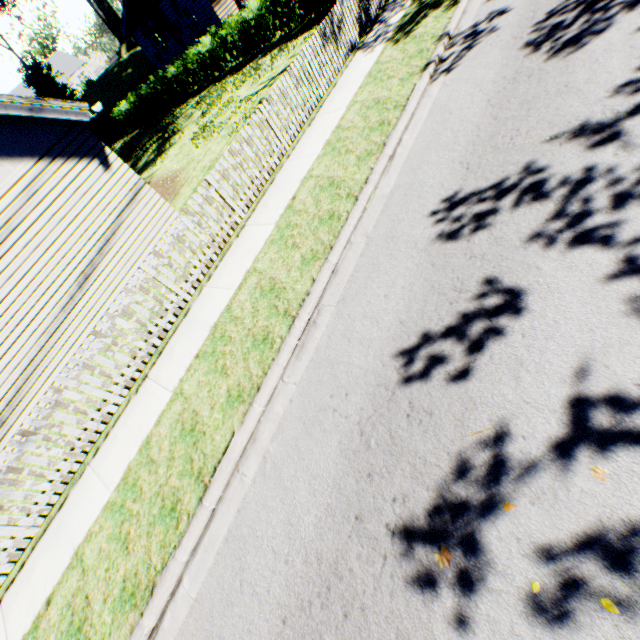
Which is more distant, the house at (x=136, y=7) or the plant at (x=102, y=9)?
the plant at (x=102, y=9)

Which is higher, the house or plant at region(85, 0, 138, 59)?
plant at region(85, 0, 138, 59)

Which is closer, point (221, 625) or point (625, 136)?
point (221, 625)

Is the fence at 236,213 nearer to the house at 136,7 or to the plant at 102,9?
the house at 136,7

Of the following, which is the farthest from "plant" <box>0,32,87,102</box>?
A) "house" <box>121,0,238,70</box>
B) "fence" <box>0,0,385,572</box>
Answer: "fence" <box>0,0,385,572</box>
